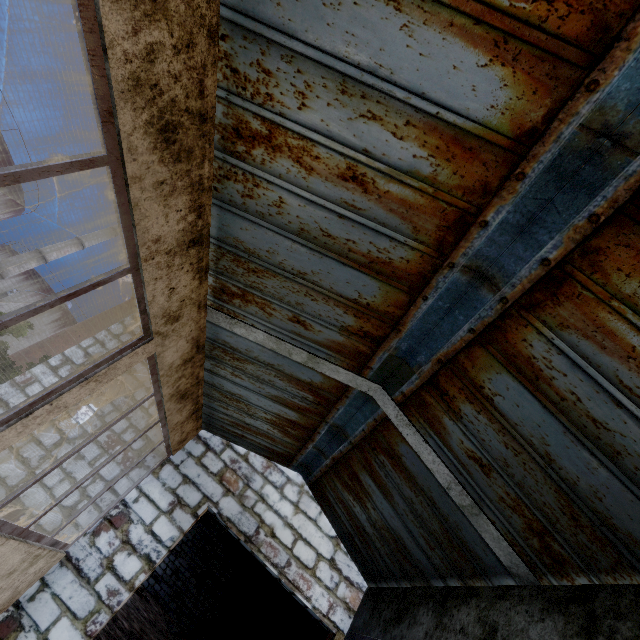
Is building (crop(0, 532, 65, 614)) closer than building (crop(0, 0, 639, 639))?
No

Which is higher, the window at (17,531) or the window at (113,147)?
the window at (113,147)

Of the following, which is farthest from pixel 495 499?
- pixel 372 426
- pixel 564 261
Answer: pixel 564 261

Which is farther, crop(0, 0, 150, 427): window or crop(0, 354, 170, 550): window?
crop(0, 354, 170, 550): window

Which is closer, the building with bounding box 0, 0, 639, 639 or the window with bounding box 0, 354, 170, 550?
the building with bounding box 0, 0, 639, 639

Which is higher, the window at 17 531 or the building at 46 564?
the window at 17 531

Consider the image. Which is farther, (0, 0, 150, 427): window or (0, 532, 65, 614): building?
(0, 532, 65, 614): building

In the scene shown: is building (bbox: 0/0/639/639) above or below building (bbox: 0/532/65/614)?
above
